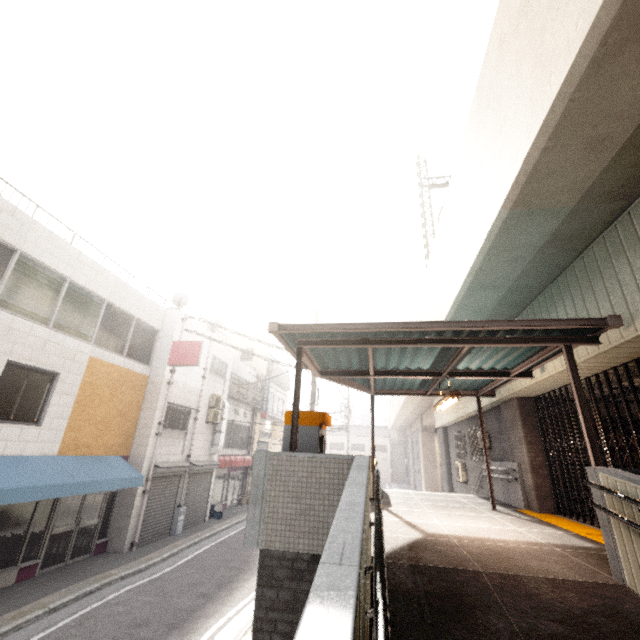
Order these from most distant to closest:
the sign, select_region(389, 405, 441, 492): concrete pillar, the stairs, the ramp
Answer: select_region(389, 405, 441, 492): concrete pillar → the sign → the stairs → the ramp

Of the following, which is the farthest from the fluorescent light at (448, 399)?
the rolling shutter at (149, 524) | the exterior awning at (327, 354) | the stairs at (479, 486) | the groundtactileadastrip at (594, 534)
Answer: the rolling shutter at (149, 524)

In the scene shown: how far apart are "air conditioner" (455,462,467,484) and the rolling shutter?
12.5 meters

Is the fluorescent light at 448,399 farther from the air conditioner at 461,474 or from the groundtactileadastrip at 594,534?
the air conditioner at 461,474

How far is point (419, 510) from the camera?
8.0 meters

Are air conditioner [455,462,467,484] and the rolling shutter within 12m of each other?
no

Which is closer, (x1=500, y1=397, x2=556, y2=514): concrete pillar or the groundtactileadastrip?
the groundtactileadastrip

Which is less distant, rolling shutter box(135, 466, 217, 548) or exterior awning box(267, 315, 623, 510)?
exterior awning box(267, 315, 623, 510)
